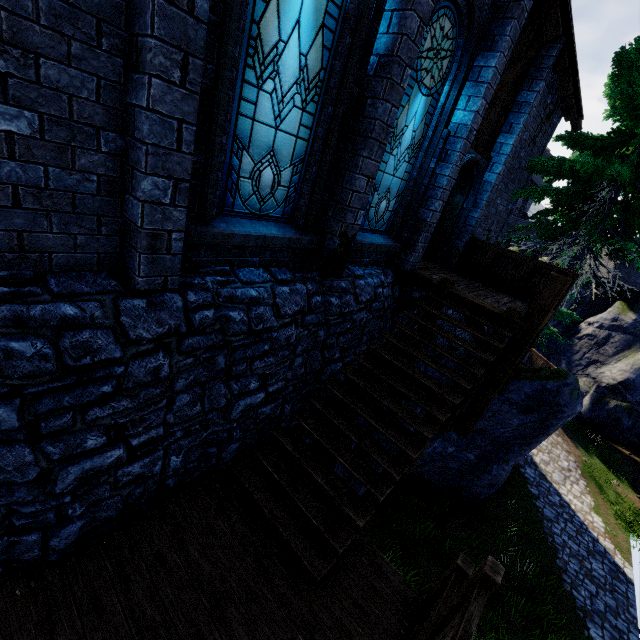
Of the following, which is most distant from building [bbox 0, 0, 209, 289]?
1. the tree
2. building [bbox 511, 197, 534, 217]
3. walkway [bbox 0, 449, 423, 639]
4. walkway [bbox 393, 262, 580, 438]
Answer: building [bbox 511, 197, 534, 217]

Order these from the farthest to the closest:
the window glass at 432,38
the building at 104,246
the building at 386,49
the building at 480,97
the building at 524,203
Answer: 1. the building at 524,203
2. the building at 480,97
3. the window glass at 432,38
4. the building at 386,49
5. the building at 104,246

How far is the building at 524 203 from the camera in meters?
36.8

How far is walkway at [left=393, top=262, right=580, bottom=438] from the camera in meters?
6.0

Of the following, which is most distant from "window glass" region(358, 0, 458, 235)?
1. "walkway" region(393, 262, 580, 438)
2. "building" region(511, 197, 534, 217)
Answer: "building" region(511, 197, 534, 217)

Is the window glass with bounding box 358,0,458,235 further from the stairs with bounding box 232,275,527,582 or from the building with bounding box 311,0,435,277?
the stairs with bounding box 232,275,527,582

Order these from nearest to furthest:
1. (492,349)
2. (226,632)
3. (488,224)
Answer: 1. (226,632)
2. (492,349)
3. (488,224)

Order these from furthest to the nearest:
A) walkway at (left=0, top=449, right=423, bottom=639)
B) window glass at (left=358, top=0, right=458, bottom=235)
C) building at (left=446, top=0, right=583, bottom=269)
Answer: building at (left=446, top=0, right=583, bottom=269) < window glass at (left=358, top=0, right=458, bottom=235) < walkway at (left=0, top=449, right=423, bottom=639)
